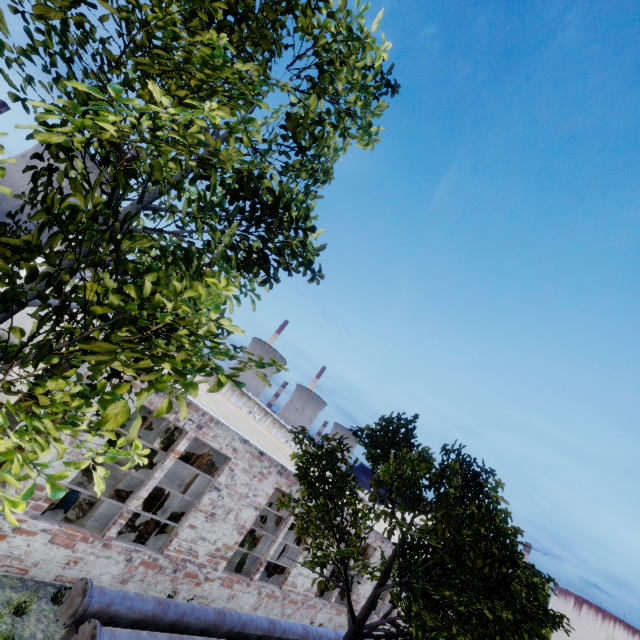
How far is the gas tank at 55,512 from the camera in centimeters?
805cm

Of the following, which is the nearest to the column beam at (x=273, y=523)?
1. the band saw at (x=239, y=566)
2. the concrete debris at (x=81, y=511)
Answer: the band saw at (x=239, y=566)

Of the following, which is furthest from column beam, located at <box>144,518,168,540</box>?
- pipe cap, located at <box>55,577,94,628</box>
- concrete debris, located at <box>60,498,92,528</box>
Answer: pipe cap, located at <box>55,577,94,628</box>

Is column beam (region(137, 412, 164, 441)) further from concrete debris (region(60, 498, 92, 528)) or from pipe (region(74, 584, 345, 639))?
pipe (region(74, 584, 345, 639))

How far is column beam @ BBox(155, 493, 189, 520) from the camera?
12.5m

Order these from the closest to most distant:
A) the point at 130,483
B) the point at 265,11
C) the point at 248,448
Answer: the point at 265,11 < the point at 248,448 < the point at 130,483

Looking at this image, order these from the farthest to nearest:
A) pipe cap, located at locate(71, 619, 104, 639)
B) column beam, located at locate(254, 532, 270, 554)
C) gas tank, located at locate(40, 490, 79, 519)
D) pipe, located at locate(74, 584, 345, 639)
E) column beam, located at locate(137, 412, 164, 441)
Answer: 1. column beam, located at locate(137, 412, 164, 441)
2. column beam, located at locate(254, 532, 270, 554)
3. gas tank, located at locate(40, 490, 79, 519)
4. pipe, located at locate(74, 584, 345, 639)
5. pipe cap, located at locate(71, 619, 104, 639)

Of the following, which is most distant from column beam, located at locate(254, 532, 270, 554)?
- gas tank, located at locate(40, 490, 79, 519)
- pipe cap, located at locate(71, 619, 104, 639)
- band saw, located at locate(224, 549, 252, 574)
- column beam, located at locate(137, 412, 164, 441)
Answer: pipe cap, located at locate(71, 619, 104, 639)
